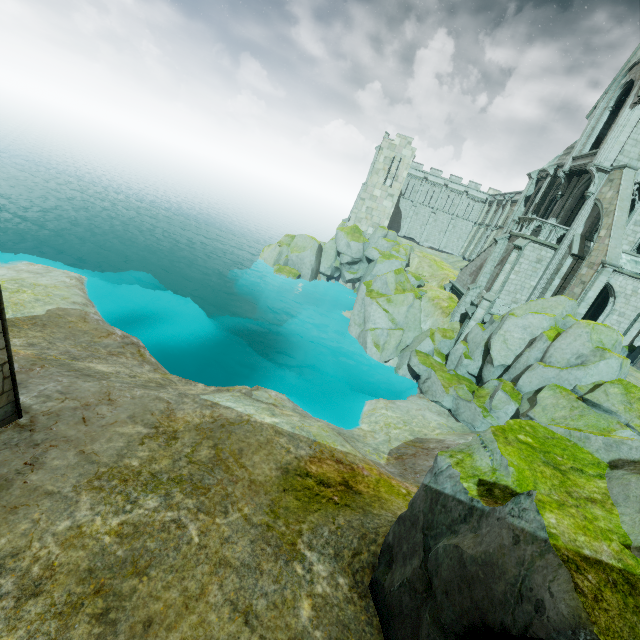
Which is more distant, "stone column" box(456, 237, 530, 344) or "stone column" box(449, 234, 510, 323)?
"stone column" box(449, 234, 510, 323)

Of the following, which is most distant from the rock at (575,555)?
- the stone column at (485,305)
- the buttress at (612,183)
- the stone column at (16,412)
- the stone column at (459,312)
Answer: the stone column at (16,412)

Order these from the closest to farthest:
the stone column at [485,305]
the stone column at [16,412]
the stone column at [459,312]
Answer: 1. the stone column at [16,412]
2. the stone column at [485,305]
3. the stone column at [459,312]

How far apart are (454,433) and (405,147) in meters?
39.5

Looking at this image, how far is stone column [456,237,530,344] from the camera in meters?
24.3 m

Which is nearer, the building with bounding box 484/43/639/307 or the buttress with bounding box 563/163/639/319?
the buttress with bounding box 563/163/639/319

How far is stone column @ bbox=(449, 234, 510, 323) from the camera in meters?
27.0 m

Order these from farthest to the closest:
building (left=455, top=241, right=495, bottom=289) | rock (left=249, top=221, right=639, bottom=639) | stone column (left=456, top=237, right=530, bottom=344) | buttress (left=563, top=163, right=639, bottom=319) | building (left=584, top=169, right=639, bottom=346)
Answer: building (left=455, top=241, right=495, bottom=289) < stone column (left=456, top=237, right=530, bottom=344) < building (left=584, top=169, right=639, bottom=346) < buttress (left=563, top=163, right=639, bottom=319) < rock (left=249, top=221, right=639, bottom=639)
